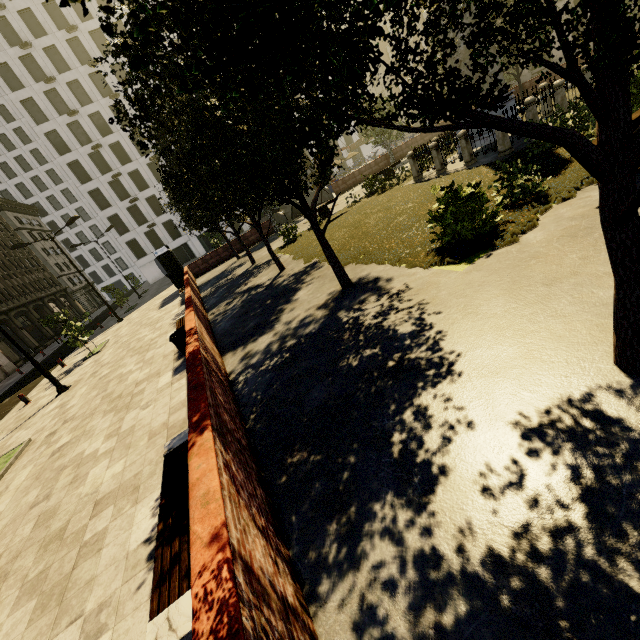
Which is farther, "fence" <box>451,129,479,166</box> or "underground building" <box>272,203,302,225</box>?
"underground building" <box>272,203,302,225</box>

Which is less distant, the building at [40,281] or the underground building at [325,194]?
the underground building at [325,194]

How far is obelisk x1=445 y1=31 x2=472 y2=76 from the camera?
13.1 meters

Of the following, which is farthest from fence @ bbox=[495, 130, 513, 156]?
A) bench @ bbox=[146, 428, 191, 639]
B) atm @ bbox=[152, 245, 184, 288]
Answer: atm @ bbox=[152, 245, 184, 288]

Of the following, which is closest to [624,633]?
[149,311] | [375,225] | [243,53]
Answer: [243,53]

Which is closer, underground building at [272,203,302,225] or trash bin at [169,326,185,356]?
trash bin at [169,326,185,356]

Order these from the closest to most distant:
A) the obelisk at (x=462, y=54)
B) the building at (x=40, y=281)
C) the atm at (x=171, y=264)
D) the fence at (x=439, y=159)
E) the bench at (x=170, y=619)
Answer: the bench at (x=170, y=619) < the obelisk at (x=462, y=54) < the fence at (x=439, y=159) < the atm at (x=171, y=264) < the building at (x=40, y=281)

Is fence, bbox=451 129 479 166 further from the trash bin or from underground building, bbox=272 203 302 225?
underground building, bbox=272 203 302 225
